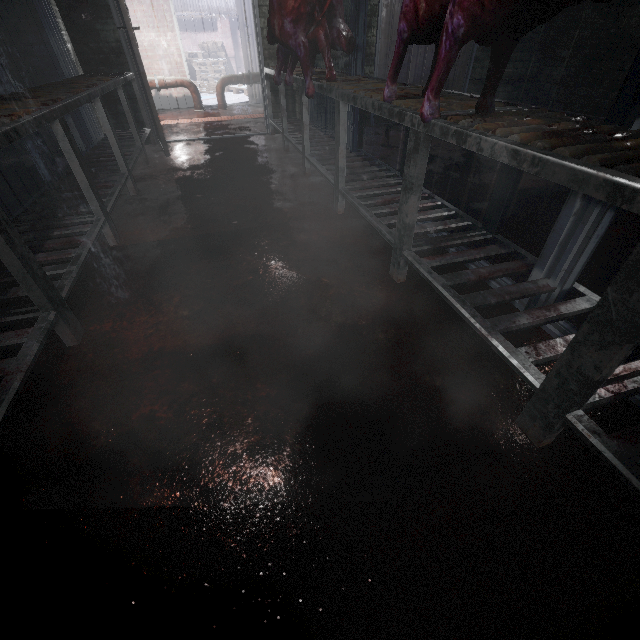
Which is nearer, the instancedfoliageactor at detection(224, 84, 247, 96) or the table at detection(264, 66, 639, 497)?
the table at detection(264, 66, 639, 497)

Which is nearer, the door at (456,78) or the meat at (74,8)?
the meat at (74,8)

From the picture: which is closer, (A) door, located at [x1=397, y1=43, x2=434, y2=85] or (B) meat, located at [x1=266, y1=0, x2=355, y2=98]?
(B) meat, located at [x1=266, y1=0, x2=355, y2=98]

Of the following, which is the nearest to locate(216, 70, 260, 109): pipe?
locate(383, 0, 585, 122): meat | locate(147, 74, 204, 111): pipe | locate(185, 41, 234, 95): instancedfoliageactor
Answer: locate(147, 74, 204, 111): pipe

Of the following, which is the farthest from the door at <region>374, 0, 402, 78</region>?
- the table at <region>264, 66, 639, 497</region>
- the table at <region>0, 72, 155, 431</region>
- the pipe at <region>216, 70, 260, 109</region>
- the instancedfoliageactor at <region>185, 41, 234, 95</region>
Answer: the instancedfoliageactor at <region>185, 41, 234, 95</region>

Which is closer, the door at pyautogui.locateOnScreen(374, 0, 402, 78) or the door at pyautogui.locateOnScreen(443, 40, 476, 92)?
the door at pyautogui.locateOnScreen(374, 0, 402, 78)

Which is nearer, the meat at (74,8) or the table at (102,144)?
the table at (102,144)

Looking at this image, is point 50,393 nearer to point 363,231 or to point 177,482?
point 177,482
